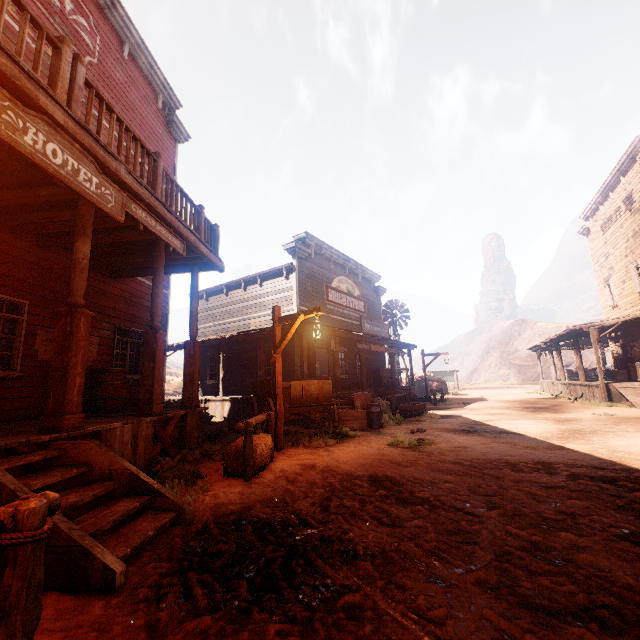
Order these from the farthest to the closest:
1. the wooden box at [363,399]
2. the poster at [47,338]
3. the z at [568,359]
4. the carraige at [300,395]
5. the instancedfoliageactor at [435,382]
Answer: the z at [568,359], the instancedfoliageactor at [435,382], the wooden box at [363,399], the carraige at [300,395], the poster at [47,338]

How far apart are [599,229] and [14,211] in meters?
29.7

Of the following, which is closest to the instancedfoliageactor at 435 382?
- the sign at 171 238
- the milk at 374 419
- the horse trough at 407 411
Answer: Answer: the horse trough at 407 411

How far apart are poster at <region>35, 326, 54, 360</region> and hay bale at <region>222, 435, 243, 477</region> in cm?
464

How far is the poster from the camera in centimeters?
681cm

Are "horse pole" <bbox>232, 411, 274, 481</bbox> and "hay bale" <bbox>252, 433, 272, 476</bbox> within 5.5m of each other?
yes

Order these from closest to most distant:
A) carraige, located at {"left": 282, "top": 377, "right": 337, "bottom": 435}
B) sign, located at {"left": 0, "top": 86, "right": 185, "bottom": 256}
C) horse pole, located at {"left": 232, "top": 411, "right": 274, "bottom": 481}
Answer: sign, located at {"left": 0, "top": 86, "right": 185, "bottom": 256}
horse pole, located at {"left": 232, "top": 411, "right": 274, "bottom": 481}
carraige, located at {"left": 282, "top": 377, "right": 337, "bottom": 435}

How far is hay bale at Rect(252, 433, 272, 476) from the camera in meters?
5.3
